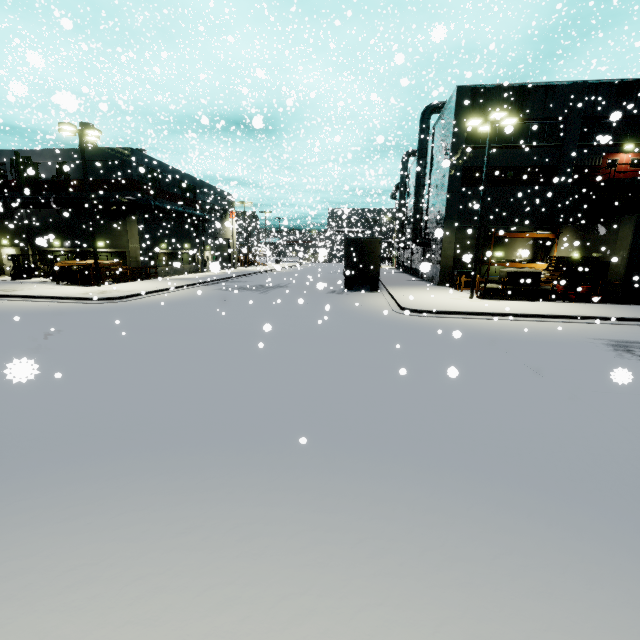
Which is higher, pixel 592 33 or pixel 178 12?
pixel 178 12

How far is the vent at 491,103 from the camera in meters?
23.9

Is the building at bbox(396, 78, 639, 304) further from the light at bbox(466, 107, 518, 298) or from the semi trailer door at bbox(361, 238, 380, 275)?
the light at bbox(466, 107, 518, 298)

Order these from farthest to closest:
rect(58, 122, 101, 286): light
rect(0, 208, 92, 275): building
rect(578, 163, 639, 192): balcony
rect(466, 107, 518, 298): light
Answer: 1. rect(0, 208, 92, 275): building
2. rect(578, 163, 639, 192): balcony
3. rect(58, 122, 101, 286): light
4. rect(466, 107, 518, 298): light

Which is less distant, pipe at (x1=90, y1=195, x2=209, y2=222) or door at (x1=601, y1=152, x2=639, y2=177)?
door at (x1=601, y1=152, x2=639, y2=177)

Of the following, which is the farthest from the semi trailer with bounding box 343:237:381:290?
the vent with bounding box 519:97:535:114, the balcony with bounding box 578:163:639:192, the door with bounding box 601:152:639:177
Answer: the door with bounding box 601:152:639:177

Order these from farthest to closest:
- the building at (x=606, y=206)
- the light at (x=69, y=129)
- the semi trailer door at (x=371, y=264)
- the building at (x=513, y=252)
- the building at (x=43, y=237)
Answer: the building at (x=43, y=237) < the building at (x=513, y=252) < the semi trailer door at (x=371, y=264) < the light at (x=69, y=129) < the building at (x=606, y=206)

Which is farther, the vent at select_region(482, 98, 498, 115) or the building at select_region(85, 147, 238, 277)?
the building at select_region(85, 147, 238, 277)
